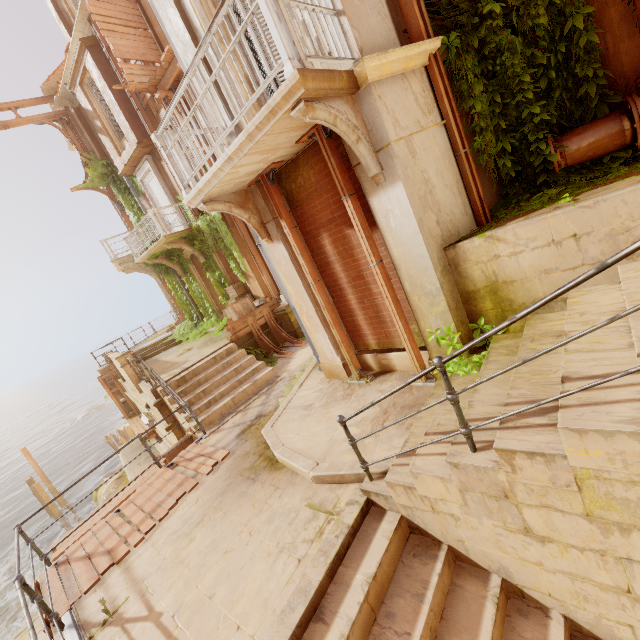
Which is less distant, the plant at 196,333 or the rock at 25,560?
the plant at 196,333

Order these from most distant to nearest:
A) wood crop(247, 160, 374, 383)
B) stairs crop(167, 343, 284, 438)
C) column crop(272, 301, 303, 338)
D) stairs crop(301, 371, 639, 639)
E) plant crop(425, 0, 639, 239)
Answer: column crop(272, 301, 303, 338) → stairs crop(167, 343, 284, 438) → wood crop(247, 160, 374, 383) → plant crop(425, 0, 639, 239) → stairs crop(301, 371, 639, 639)

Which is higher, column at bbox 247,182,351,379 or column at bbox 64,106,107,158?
column at bbox 64,106,107,158

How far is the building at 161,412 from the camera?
9.6m

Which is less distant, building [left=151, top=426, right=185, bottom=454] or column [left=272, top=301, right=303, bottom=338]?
building [left=151, top=426, right=185, bottom=454]

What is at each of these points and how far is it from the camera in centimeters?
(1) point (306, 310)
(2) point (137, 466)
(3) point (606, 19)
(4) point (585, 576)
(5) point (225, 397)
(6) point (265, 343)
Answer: (1) column, 676cm
(2) building, 1645cm
(3) column, 416cm
(4) stairs, 268cm
(5) stairs, 898cm
(6) wood, 1149cm

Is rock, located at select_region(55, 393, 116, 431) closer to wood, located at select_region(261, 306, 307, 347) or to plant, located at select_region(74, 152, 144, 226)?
plant, located at select_region(74, 152, 144, 226)

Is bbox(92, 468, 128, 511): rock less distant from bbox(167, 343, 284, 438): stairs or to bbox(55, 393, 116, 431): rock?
bbox(167, 343, 284, 438): stairs
